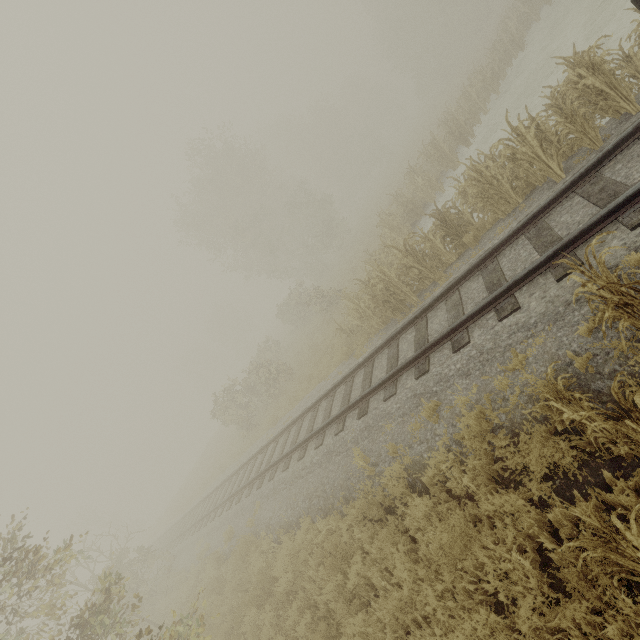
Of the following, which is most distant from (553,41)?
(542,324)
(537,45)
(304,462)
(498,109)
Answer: (304,462)

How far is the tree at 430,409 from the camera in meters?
5.7

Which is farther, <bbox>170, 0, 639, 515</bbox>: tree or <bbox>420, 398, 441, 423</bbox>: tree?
<bbox>170, 0, 639, 515</bbox>: tree

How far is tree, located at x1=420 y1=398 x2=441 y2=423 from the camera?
5.73m

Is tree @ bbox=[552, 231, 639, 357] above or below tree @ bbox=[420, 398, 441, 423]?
above

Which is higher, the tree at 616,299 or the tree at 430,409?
the tree at 616,299
